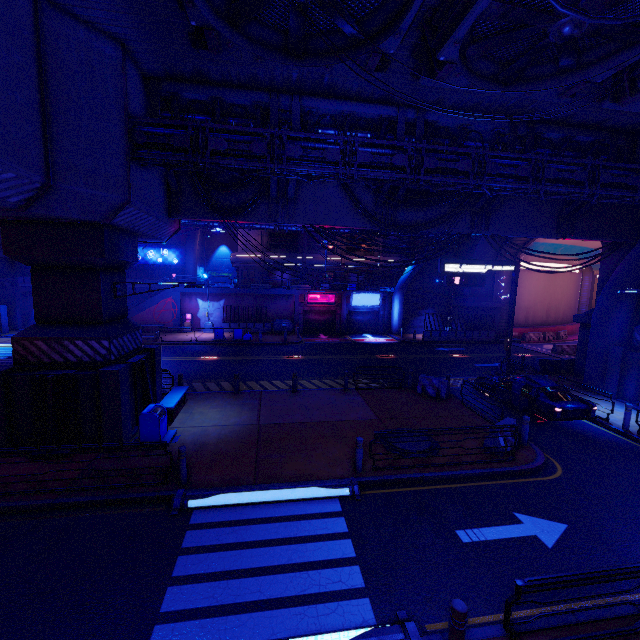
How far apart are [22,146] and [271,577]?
11.3m

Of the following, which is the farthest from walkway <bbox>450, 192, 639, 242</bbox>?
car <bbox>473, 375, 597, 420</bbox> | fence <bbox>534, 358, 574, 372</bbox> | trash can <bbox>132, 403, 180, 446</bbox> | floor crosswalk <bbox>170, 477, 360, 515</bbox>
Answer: floor crosswalk <bbox>170, 477, 360, 515</bbox>

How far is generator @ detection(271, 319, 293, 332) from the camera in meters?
33.9

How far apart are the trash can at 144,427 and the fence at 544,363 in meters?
22.0

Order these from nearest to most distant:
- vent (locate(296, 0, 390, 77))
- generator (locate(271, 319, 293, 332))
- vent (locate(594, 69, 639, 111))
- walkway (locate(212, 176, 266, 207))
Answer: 1. vent (locate(296, 0, 390, 77))
2. vent (locate(594, 69, 639, 111))
3. walkway (locate(212, 176, 266, 207))
4. generator (locate(271, 319, 293, 332))

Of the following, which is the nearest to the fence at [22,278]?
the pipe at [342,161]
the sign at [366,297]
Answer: the pipe at [342,161]

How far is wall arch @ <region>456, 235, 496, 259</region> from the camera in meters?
32.1 m

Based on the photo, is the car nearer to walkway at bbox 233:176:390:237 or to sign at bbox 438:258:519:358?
sign at bbox 438:258:519:358
